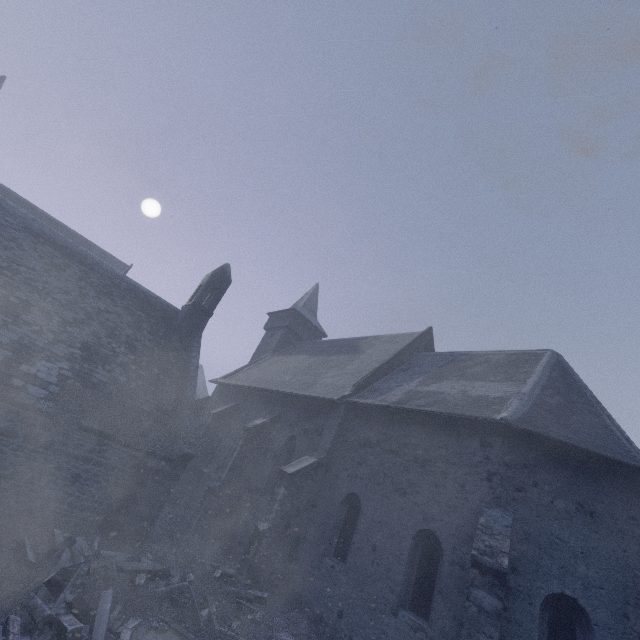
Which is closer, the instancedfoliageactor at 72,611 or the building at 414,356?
the instancedfoliageactor at 72,611

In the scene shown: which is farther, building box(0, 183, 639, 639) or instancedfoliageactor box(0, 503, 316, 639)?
building box(0, 183, 639, 639)

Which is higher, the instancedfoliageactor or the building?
the building

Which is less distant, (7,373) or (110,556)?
(110,556)

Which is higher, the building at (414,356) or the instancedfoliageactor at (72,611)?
the building at (414,356)
